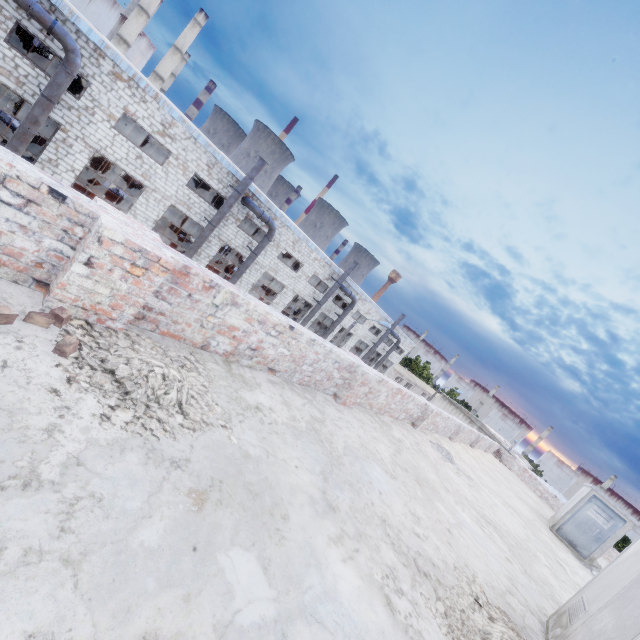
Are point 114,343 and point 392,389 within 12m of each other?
yes

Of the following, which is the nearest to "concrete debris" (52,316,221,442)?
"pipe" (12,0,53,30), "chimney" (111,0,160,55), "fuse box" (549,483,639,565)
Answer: "fuse box" (549,483,639,565)

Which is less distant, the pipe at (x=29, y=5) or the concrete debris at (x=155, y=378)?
the concrete debris at (x=155, y=378)

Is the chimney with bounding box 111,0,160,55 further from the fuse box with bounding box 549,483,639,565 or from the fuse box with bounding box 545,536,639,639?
the fuse box with bounding box 549,483,639,565

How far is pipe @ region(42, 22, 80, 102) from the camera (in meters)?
13.60

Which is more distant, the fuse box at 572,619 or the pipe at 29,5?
the pipe at 29,5

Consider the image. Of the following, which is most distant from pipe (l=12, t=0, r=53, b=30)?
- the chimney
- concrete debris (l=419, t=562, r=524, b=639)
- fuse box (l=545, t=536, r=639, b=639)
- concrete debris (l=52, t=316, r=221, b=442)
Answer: the chimney

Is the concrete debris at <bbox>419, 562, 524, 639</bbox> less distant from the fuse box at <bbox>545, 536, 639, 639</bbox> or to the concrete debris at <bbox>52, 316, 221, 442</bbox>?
the fuse box at <bbox>545, 536, 639, 639</bbox>
